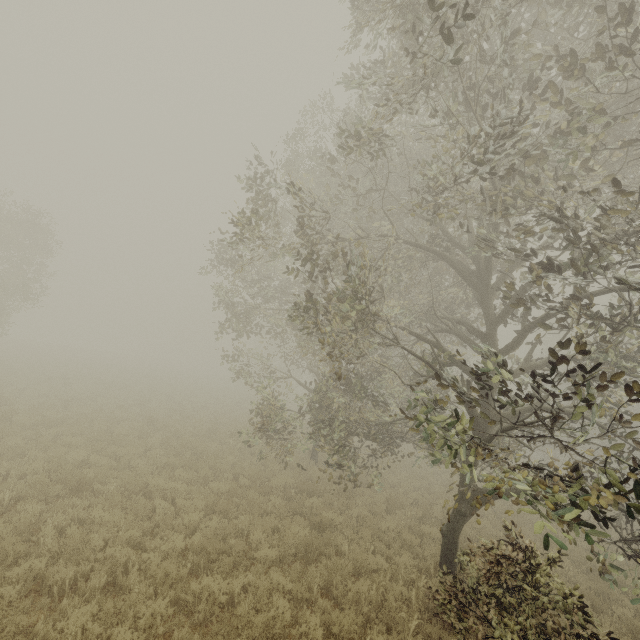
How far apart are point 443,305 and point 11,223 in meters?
26.5

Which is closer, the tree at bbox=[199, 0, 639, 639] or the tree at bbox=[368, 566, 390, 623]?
the tree at bbox=[199, 0, 639, 639]

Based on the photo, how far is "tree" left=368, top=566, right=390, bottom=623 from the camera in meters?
6.5 m

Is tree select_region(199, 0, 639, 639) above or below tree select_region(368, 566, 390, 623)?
above

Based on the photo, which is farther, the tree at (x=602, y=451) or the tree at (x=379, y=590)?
the tree at (x=379, y=590)

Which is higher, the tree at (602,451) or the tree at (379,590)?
the tree at (602,451)
